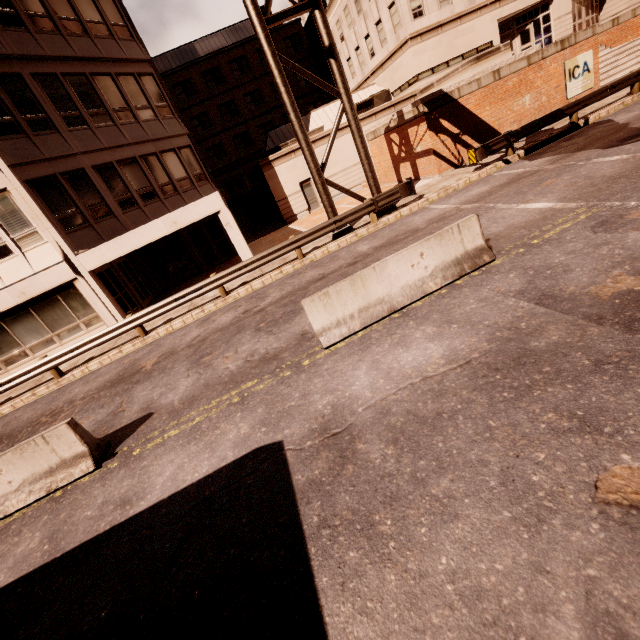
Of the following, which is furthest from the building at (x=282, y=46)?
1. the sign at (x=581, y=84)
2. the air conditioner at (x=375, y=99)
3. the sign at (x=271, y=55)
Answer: the sign at (x=271, y=55)

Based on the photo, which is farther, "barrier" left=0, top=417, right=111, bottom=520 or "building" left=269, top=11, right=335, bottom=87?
"building" left=269, top=11, right=335, bottom=87

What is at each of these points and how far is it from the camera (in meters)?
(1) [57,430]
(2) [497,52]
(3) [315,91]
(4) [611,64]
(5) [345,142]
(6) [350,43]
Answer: (1) barrier, 5.68
(2) planter, 16.53
(3) building, 40.44
(4) bp, 18.95
(5) building, 24.91
(6) building, 30.70

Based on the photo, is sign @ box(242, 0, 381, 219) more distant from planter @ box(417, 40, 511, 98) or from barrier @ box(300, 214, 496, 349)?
planter @ box(417, 40, 511, 98)

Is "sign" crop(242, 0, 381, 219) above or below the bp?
above

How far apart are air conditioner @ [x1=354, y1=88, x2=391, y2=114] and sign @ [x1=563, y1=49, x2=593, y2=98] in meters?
12.7 m

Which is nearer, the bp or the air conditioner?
the bp

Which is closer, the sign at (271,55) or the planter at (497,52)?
the sign at (271,55)
